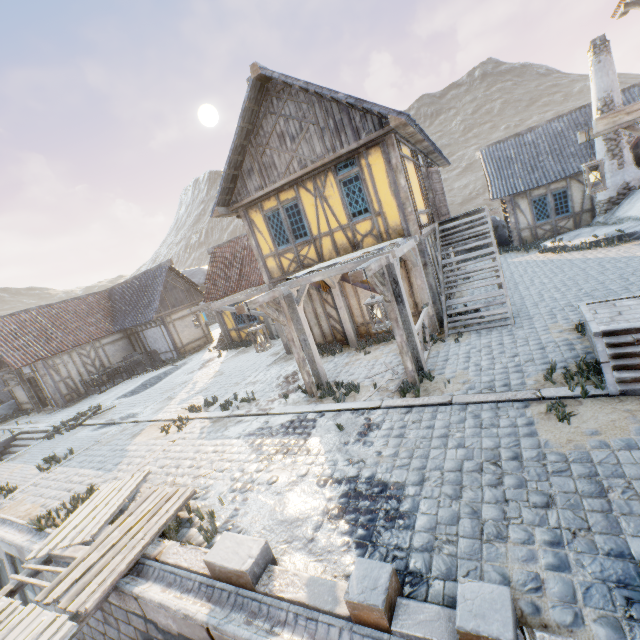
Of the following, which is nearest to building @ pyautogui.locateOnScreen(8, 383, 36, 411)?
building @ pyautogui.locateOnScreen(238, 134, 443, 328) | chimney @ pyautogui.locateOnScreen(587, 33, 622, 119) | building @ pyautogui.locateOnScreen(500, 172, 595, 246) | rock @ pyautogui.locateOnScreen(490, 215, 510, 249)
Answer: building @ pyautogui.locateOnScreen(238, 134, 443, 328)

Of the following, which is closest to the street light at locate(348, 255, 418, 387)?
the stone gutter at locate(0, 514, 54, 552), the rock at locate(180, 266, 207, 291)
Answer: the stone gutter at locate(0, 514, 54, 552)

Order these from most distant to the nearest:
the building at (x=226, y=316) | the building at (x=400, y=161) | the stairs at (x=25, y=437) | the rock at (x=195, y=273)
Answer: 1. the rock at (x=195, y=273)
2. the building at (x=226, y=316)
3. the stairs at (x=25, y=437)
4. the building at (x=400, y=161)

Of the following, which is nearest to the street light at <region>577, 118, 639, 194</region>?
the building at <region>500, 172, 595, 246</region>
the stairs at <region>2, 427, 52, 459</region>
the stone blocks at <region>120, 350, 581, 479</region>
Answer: the stone blocks at <region>120, 350, 581, 479</region>

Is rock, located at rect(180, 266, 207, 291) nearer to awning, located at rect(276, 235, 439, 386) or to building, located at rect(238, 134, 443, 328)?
building, located at rect(238, 134, 443, 328)

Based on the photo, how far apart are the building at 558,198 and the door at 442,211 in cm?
562

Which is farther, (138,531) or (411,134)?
(411,134)

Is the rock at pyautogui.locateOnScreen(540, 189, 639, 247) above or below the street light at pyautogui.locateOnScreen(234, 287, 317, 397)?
below
